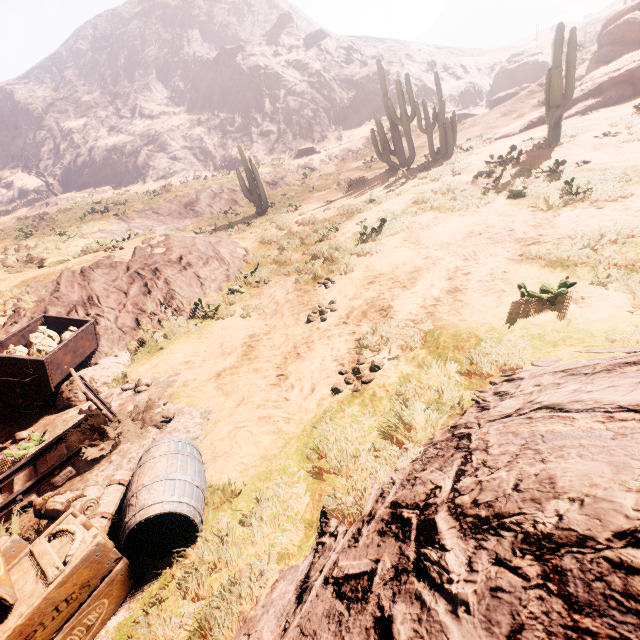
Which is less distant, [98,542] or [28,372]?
[98,542]

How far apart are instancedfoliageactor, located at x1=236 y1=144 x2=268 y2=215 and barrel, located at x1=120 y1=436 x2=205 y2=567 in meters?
18.7 m

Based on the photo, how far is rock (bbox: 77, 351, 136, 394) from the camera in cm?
605

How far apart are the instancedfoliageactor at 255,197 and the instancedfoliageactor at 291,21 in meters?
58.6

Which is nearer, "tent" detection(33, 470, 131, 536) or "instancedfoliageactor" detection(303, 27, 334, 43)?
"tent" detection(33, 470, 131, 536)

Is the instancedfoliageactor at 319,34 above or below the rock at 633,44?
above

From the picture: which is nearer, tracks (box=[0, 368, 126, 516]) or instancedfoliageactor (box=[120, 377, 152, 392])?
tracks (box=[0, 368, 126, 516])

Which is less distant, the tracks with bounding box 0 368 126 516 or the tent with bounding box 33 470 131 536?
the tent with bounding box 33 470 131 536
